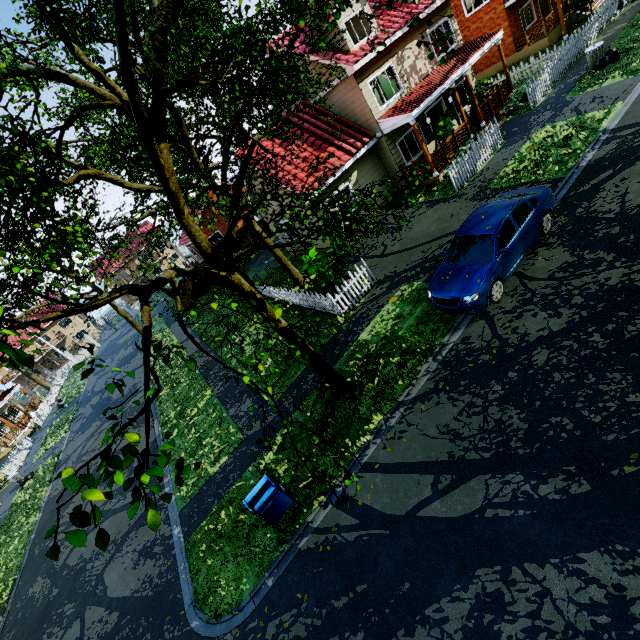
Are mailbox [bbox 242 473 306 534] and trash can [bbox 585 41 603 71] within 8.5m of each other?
no

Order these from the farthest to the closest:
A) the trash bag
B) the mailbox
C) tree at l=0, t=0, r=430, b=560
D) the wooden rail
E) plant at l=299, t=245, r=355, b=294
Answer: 1. the wooden rail
2. the trash bag
3. plant at l=299, t=245, r=355, b=294
4. the mailbox
5. tree at l=0, t=0, r=430, b=560

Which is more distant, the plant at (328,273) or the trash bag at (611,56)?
the trash bag at (611,56)

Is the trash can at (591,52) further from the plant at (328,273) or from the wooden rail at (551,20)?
the plant at (328,273)

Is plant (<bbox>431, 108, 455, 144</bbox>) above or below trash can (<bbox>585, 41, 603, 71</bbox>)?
above

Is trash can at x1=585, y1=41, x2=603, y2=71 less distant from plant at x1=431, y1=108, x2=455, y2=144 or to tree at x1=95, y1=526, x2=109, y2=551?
tree at x1=95, y1=526, x2=109, y2=551

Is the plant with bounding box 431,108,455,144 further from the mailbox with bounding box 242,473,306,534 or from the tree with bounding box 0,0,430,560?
the mailbox with bounding box 242,473,306,534

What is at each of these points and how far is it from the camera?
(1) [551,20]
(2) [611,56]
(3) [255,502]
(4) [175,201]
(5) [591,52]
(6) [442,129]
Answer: (1) wooden rail, 21.3 meters
(2) trash bag, 14.2 meters
(3) mailbox, 6.5 meters
(4) tree, 5.8 meters
(5) trash can, 14.5 meters
(6) plant, 15.6 meters
